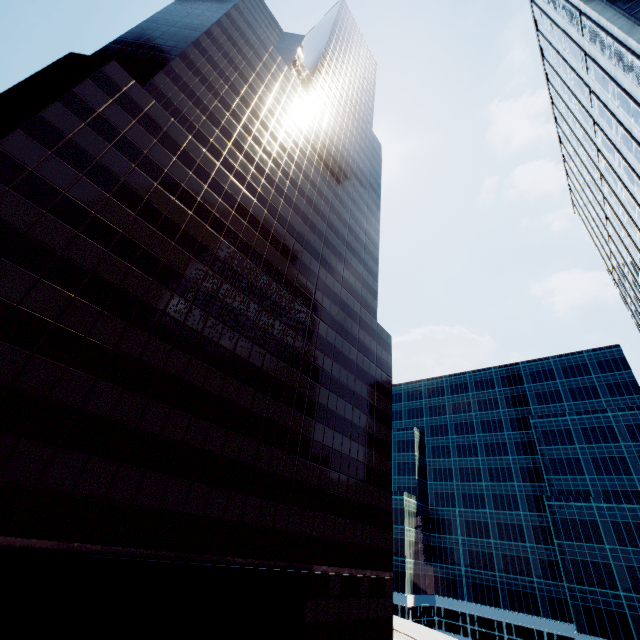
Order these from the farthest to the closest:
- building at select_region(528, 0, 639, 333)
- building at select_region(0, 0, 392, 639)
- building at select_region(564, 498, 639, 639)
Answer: building at select_region(564, 498, 639, 639) → building at select_region(528, 0, 639, 333) → building at select_region(0, 0, 392, 639)

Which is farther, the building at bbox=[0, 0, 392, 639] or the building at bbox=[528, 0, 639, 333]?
the building at bbox=[528, 0, 639, 333]

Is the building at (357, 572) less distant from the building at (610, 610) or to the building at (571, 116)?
the building at (571, 116)

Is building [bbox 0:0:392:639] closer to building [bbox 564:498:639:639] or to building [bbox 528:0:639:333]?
building [bbox 528:0:639:333]

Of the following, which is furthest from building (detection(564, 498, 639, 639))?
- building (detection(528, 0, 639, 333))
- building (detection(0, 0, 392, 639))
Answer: building (detection(0, 0, 392, 639))

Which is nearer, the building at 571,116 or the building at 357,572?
the building at 357,572

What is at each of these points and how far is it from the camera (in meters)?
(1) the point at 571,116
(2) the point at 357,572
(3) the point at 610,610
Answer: (1) building, 35.16
(2) building, 32.06
(3) building, 54.94
